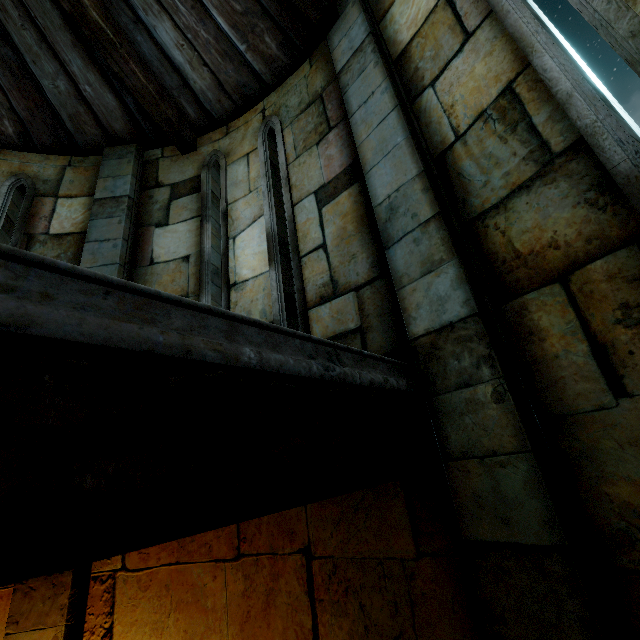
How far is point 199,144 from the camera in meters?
4.7
